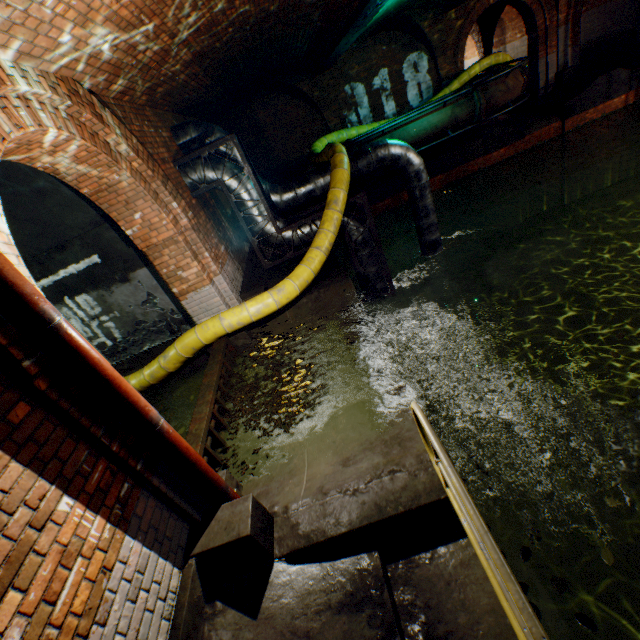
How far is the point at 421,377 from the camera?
10.5m

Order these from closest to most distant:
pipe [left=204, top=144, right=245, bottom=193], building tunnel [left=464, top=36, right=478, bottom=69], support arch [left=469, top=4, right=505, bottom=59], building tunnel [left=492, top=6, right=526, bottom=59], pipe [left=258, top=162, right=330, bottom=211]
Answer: pipe [left=204, top=144, right=245, bottom=193] → pipe [left=258, top=162, right=330, bottom=211] → support arch [left=469, top=4, right=505, bottom=59] → building tunnel [left=492, top=6, right=526, bottom=59] → building tunnel [left=464, top=36, right=478, bottom=69]

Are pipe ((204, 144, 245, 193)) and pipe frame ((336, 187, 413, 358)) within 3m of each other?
yes

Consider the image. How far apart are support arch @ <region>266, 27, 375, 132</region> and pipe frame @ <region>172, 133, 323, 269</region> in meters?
6.3 m

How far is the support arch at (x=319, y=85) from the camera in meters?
11.6

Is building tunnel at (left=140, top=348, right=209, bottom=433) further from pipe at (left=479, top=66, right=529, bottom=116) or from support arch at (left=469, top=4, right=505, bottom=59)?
support arch at (left=469, top=4, right=505, bottom=59)

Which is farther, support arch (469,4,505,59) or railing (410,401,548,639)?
support arch (469,4,505,59)

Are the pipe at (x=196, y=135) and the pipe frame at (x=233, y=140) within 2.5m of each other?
yes
